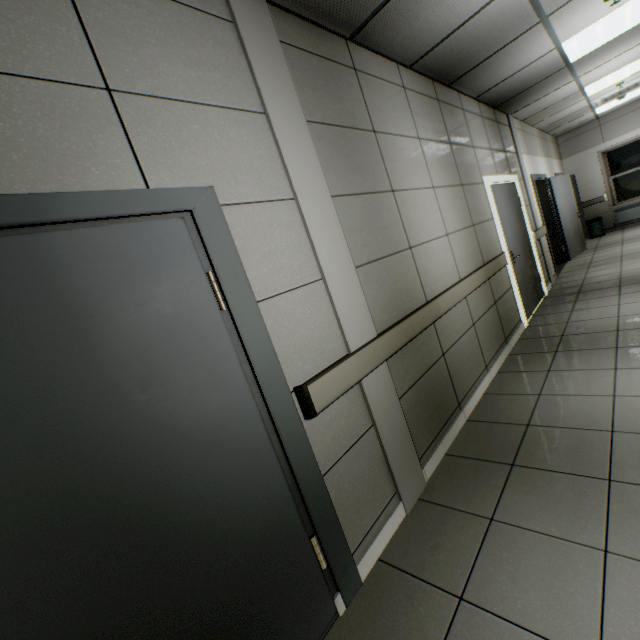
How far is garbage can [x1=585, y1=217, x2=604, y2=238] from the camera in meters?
9.7 m

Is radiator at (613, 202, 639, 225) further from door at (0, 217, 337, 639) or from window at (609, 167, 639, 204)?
door at (0, 217, 337, 639)

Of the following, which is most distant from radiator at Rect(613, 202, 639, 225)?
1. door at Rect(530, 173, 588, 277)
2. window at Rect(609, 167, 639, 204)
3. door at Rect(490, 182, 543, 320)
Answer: door at Rect(490, 182, 543, 320)

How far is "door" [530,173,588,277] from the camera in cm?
741

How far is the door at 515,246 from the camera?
4.6m

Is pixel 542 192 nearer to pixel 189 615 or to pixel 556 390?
pixel 556 390

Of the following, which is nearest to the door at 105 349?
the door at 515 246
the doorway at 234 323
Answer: the doorway at 234 323

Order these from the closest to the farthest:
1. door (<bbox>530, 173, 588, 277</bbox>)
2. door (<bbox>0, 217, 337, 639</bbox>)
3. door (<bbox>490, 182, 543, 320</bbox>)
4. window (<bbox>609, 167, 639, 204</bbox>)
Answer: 1. door (<bbox>0, 217, 337, 639</bbox>)
2. door (<bbox>490, 182, 543, 320</bbox>)
3. door (<bbox>530, 173, 588, 277</bbox>)
4. window (<bbox>609, 167, 639, 204</bbox>)
